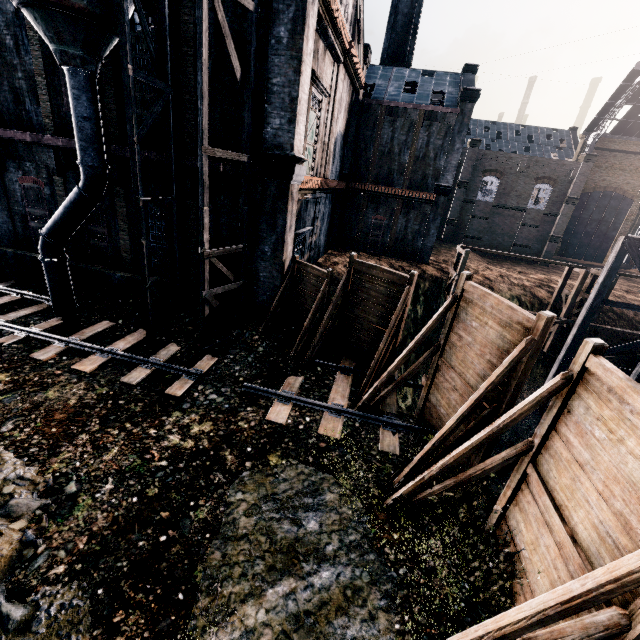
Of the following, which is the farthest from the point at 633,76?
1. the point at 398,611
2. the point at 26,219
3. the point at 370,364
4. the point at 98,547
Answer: the point at 98,547

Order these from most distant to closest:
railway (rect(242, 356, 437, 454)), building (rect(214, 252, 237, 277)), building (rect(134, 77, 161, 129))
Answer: building (rect(214, 252, 237, 277))
building (rect(134, 77, 161, 129))
railway (rect(242, 356, 437, 454))

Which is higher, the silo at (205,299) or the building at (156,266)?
the silo at (205,299)

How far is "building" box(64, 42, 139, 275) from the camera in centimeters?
1388cm

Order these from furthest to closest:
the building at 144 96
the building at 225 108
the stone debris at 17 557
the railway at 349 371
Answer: the building at 144 96, the building at 225 108, the railway at 349 371, the stone debris at 17 557

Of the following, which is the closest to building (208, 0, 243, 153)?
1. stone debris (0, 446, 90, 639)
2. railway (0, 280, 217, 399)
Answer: stone debris (0, 446, 90, 639)

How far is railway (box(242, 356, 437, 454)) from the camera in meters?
10.9

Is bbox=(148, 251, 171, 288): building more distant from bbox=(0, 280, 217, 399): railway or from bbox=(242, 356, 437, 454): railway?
bbox=(242, 356, 437, 454): railway
